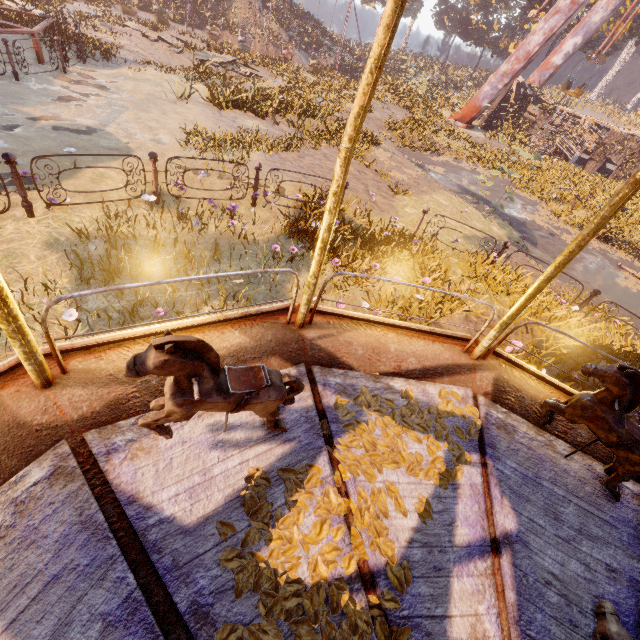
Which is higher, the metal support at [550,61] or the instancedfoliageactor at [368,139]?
the metal support at [550,61]

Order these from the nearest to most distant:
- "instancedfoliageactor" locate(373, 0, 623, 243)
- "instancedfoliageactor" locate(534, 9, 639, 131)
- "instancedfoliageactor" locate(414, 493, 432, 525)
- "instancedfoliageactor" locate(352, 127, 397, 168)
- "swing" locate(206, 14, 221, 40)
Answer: "instancedfoliageactor" locate(414, 493, 432, 525) → "instancedfoliageactor" locate(352, 127, 397, 168) → "instancedfoliageactor" locate(373, 0, 623, 243) → "swing" locate(206, 14, 221, 40) → "instancedfoliageactor" locate(534, 9, 639, 131)

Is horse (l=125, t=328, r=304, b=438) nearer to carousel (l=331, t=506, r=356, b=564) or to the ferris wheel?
carousel (l=331, t=506, r=356, b=564)

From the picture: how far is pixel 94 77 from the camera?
11.2m

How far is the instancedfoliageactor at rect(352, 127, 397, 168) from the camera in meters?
11.8

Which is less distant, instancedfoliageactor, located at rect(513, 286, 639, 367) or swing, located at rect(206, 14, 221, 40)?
instancedfoliageactor, located at rect(513, 286, 639, 367)

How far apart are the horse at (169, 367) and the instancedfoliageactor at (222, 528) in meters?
0.2

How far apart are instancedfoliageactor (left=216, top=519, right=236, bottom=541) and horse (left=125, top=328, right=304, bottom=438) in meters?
0.2
